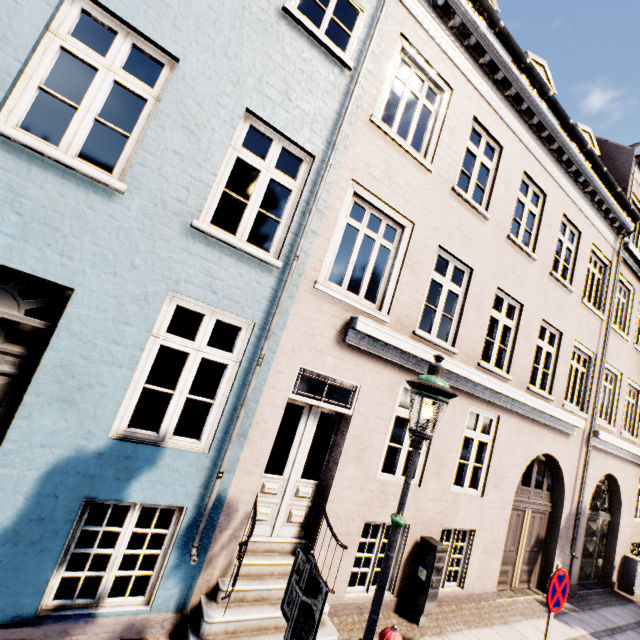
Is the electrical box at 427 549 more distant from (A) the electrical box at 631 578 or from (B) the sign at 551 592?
(A) the electrical box at 631 578

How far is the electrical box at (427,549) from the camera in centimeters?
542cm

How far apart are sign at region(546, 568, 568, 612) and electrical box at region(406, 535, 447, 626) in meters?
1.6

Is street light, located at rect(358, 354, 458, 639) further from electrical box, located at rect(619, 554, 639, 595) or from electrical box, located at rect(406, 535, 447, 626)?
electrical box, located at rect(619, 554, 639, 595)

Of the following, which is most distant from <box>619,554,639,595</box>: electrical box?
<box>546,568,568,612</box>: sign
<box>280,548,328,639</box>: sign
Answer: <box>280,548,328,639</box>: sign

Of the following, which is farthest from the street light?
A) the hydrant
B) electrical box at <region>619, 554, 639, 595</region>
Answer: electrical box at <region>619, 554, 639, 595</region>

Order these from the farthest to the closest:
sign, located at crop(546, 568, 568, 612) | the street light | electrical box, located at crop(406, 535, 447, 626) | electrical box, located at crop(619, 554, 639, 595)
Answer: electrical box, located at crop(619, 554, 639, 595) → electrical box, located at crop(406, 535, 447, 626) → sign, located at crop(546, 568, 568, 612) → the street light

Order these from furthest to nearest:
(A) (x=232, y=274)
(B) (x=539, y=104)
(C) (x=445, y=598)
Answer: (B) (x=539, y=104), (C) (x=445, y=598), (A) (x=232, y=274)
